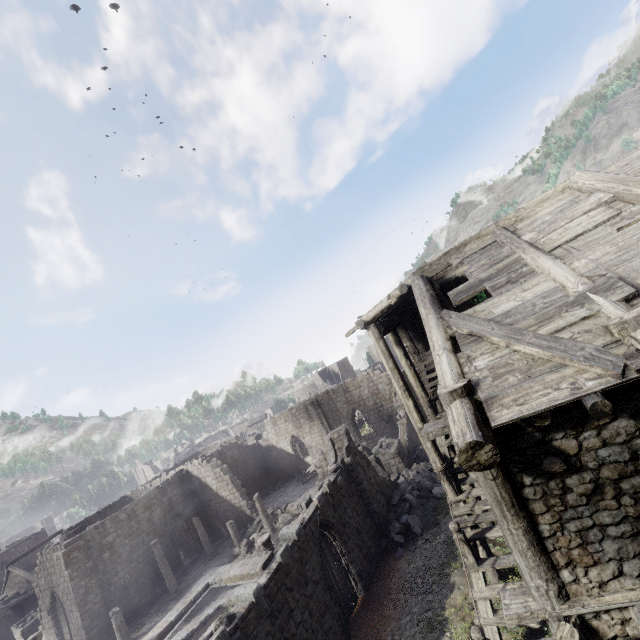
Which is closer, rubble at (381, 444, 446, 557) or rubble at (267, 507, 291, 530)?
rubble at (381, 444, 446, 557)

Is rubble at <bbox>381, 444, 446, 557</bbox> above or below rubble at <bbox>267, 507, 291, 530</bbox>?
above

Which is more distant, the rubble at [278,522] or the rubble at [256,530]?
the rubble at [278,522]

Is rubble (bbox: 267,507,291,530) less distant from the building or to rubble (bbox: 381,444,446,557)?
the building

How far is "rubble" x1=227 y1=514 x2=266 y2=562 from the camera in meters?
22.9 m

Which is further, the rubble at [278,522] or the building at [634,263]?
the rubble at [278,522]

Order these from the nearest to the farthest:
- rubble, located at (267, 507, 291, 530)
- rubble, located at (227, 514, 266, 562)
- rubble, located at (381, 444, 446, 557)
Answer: rubble, located at (381, 444, 446, 557), rubble, located at (227, 514, 266, 562), rubble, located at (267, 507, 291, 530)

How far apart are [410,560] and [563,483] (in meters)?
11.70
